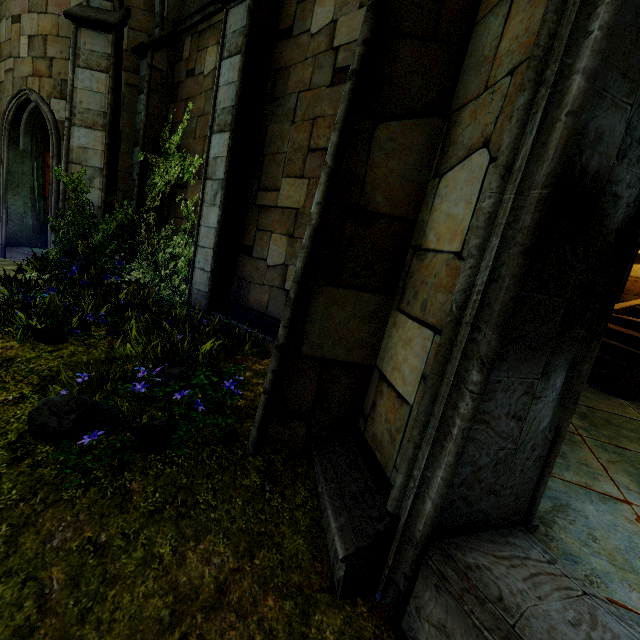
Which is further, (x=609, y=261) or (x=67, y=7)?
(x=67, y=7)
